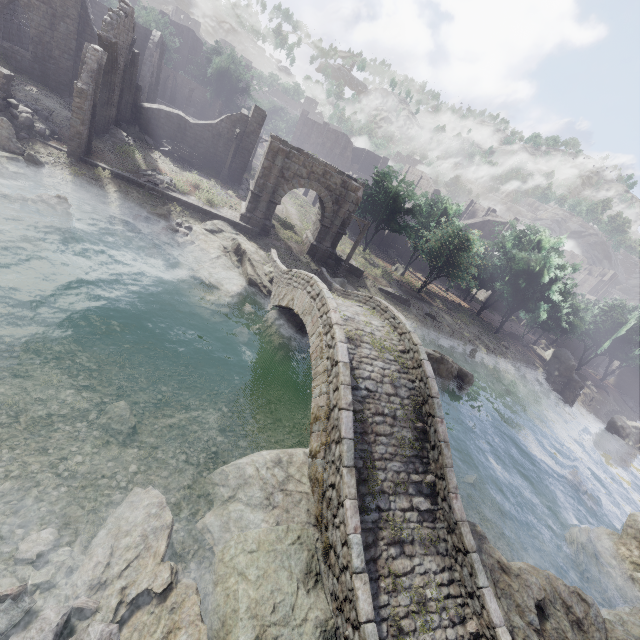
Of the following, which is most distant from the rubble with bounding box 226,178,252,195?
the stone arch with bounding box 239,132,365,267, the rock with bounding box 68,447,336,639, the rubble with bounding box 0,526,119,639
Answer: the rubble with bounding box 0,526,119,639

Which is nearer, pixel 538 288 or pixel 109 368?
pixel 109 368

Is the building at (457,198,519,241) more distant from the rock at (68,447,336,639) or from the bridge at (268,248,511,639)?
the bridge at (268,248,511,639)

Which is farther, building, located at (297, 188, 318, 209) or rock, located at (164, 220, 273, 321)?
building, located at (297, 188, 318, 209)

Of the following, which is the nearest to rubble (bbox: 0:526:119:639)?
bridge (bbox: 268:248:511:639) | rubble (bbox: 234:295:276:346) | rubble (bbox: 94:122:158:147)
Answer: bridge (bbox: 268:248:511:639)

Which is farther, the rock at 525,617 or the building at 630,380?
the building at 630,380

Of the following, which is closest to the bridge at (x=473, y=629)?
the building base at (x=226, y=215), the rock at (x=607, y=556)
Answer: the building base at (x=226, y=215)

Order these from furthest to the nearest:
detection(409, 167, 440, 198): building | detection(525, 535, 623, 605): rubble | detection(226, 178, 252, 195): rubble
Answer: detection(409, 167, 440, 198): building < detection(226, 178, 252, 195): rubble < detection(525, 535, 623, 605): rubble
